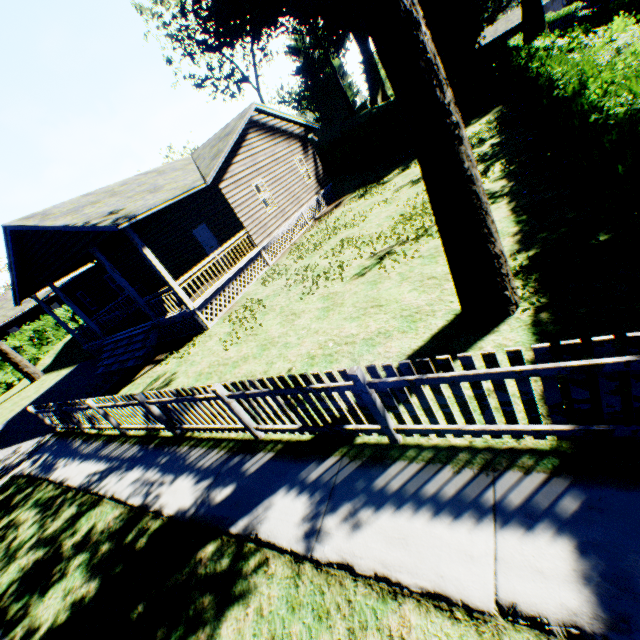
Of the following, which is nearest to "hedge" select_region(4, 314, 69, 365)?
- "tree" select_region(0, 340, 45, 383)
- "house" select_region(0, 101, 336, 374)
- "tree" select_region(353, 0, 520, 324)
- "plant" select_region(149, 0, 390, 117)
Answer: "tree" select_region(0, 340, 45, 383)

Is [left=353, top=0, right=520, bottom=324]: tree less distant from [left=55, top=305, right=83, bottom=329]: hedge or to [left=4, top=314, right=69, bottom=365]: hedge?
[left=4, top=314, right=69, bottom=365]: hedge

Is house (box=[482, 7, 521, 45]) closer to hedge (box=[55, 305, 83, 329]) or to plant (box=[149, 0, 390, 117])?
plant (box=[149, 0, 390, 117])

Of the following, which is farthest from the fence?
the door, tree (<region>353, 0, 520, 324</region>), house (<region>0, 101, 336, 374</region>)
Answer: the door

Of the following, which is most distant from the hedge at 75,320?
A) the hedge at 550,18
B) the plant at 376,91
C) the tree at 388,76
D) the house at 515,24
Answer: the house at 515,24

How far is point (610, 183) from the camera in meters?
4.9 m

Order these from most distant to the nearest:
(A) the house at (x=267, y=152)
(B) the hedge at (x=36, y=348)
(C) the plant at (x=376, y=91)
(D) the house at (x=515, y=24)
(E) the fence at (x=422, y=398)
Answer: (D) the house at (x=515, y=24) → (C) the plant at (x=376, y=91) → (B) the hedge at (x=36, y=348) → (A) the house at (x=267, y=152) → (E) the fence at (x=422, y=398)

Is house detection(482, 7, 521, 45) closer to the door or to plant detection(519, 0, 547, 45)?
plant detection(519, 0, 547, 45)
